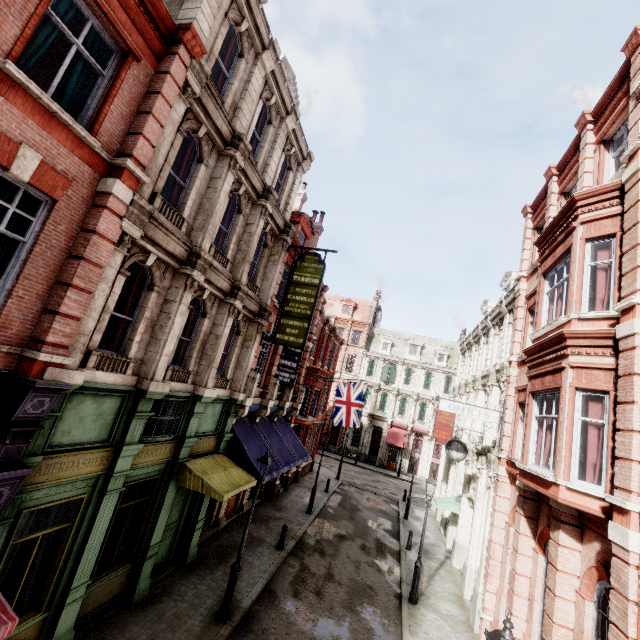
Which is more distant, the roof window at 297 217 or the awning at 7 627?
the roof window at 297 217

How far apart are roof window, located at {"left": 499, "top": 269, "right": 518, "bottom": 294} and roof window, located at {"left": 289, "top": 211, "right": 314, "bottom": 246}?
12.44m

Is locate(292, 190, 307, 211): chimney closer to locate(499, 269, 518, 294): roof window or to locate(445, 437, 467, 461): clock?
locate(499, 269, 518, 294): roof window

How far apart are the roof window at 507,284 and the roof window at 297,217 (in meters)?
12.44

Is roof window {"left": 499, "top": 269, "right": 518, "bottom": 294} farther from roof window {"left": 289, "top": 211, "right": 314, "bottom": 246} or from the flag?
roof window {"left": 289, "top": 211, "right": 314, "bottom": 246}

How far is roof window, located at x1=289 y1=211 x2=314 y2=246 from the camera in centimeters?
1858cm

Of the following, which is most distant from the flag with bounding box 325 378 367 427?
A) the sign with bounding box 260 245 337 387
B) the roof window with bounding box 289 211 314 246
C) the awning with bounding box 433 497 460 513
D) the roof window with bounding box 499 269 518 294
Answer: the roof window with bounding box 499 269 518 294

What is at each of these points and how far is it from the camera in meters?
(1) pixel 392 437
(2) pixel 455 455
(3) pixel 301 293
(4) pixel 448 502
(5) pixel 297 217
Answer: (1) awning, 39.4
(2) clock, 15.7
(3) sign, 14.3
(4) awning, 18.6
(5) roof window, 18.6
